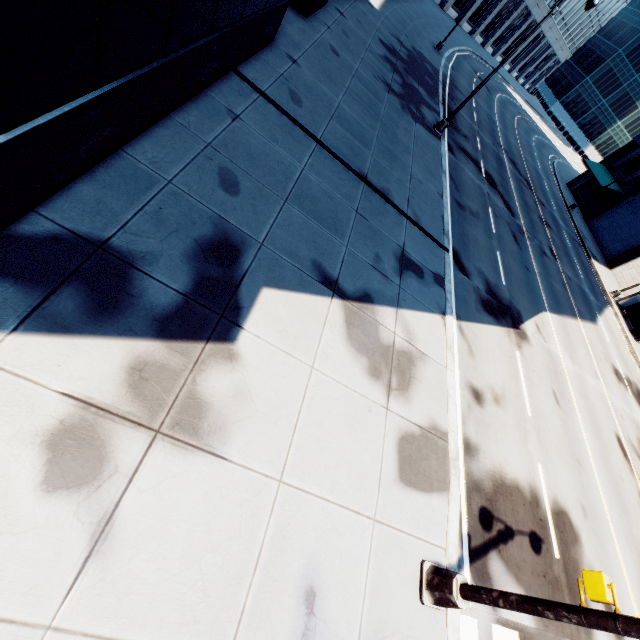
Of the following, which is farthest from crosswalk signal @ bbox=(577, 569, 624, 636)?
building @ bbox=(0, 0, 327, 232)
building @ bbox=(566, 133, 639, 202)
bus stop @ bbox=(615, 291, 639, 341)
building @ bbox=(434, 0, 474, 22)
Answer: building @ bbox=(434, 0, 474, 22)

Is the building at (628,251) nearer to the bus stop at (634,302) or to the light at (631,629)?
the bus stop at (634,302)

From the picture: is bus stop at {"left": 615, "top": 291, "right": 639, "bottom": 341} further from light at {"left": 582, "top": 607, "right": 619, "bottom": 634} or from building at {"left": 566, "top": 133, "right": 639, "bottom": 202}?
light at {"left": 582, "top": 607, "right": 619, "bottom": 634}

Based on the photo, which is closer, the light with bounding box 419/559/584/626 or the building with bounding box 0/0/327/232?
the building with bounding box 0/0/327/232

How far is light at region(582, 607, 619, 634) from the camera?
3.6m

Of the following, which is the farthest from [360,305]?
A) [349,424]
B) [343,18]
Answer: [343,18]

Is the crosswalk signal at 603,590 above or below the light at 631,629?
below

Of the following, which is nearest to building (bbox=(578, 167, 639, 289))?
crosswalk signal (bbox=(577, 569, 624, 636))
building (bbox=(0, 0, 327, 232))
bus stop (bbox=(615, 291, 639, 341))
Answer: bus stop (bbox=(615, 291, 639, 341))
